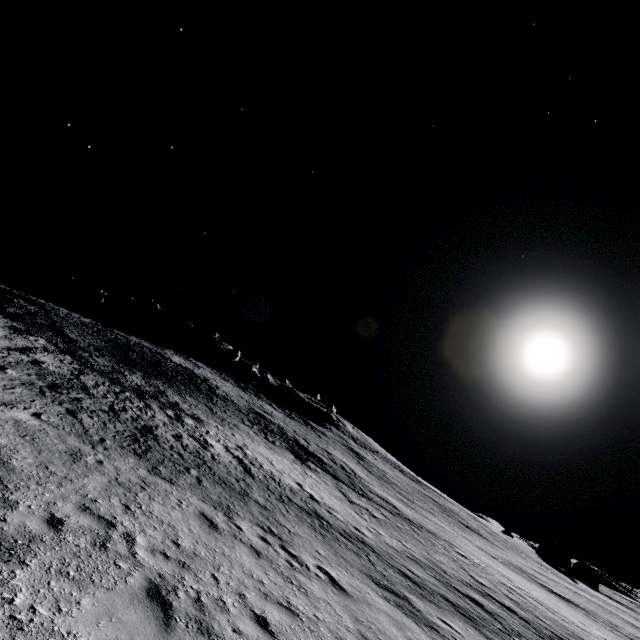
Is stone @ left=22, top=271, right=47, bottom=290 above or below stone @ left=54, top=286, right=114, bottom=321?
below

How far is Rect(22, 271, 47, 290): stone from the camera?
54.7 meters

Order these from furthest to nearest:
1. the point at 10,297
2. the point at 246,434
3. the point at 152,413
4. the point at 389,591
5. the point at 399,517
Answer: the point at 10,297 < the point at 246,434 < the point at 399,517 < the point at 152,413 < the point at 389,591

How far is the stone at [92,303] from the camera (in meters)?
53.78

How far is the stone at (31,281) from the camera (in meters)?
54.72

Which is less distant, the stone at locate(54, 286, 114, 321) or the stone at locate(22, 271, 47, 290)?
the stone at locate(54, 286, 114, 321)

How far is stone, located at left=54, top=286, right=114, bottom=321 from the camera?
53.78m
